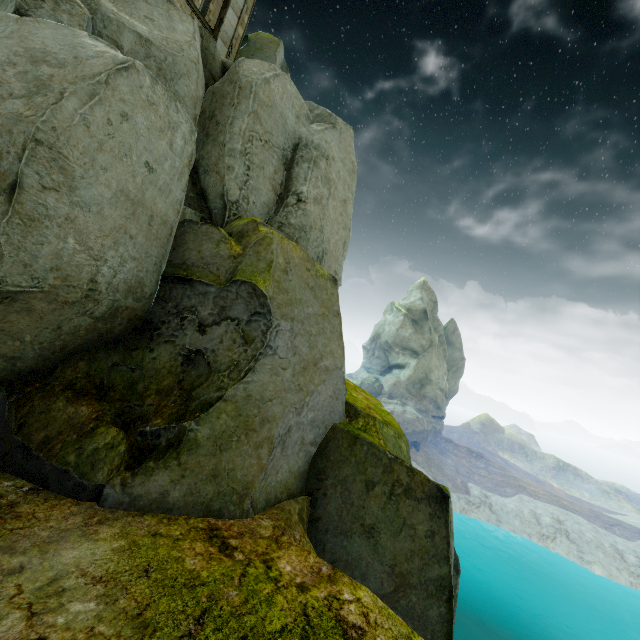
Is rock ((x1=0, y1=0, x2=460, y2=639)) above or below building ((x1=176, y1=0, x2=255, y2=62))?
below

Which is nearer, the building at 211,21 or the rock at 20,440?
the rock at 20,440

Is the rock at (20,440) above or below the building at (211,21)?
below

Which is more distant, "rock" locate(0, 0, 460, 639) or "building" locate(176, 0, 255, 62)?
"building" locate(176, 0, 255, 62)

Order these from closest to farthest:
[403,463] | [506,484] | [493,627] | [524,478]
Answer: [403,463] → [493,627] → [506,484] → [524,478]
